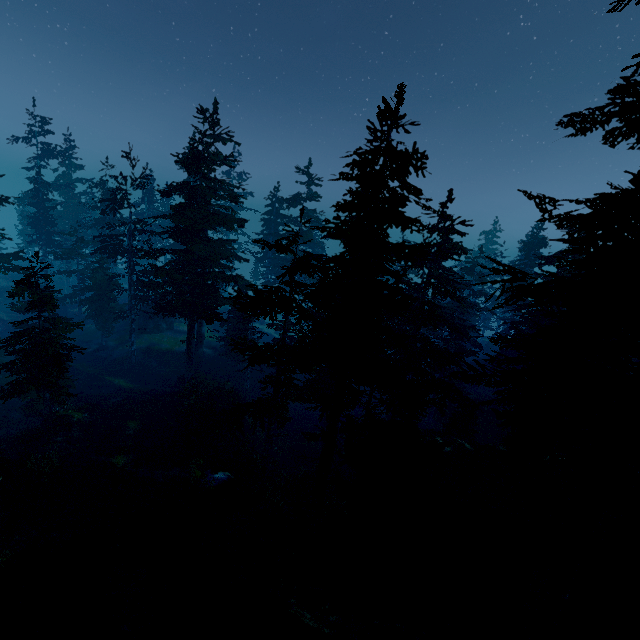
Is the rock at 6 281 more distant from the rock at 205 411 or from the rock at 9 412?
the rock at 205 411

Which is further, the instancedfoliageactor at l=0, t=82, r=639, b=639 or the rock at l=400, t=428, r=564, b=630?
the rock at l=400, t=428, r=564, b=630

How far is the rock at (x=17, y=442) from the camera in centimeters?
2050cm

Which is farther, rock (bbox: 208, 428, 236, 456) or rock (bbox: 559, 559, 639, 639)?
rock (bbox: 208, 428, 236, 456)

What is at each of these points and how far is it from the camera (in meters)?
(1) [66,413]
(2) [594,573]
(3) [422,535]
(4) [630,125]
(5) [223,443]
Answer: (1) rock, 23.84
(2) rock, 11.99
(3) instancedfoliageactor, 9.22
(4) instancedfoliageactor, 9.46
(5) rock, 24.36

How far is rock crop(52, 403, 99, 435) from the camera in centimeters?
2194cm

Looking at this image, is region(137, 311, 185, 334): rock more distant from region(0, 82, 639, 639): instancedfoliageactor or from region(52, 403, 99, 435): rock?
region(52, 403, 99, 435): rock

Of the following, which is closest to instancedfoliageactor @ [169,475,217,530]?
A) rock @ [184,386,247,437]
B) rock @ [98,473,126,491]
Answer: rock @ [184,386,247,437]
